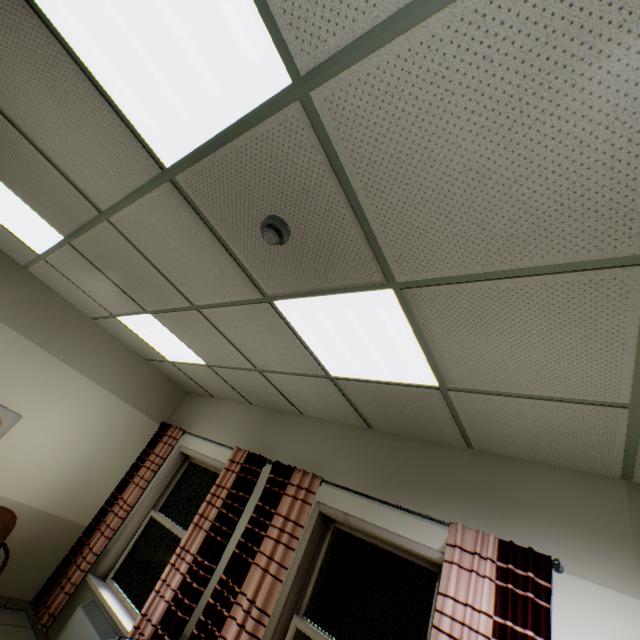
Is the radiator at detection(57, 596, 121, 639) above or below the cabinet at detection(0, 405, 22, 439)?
below

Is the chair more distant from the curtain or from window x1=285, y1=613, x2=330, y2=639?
window x1=285, y1=613, x2=330, y2=639

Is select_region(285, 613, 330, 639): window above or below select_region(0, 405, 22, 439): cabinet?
below

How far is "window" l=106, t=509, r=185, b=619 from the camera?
3.65m

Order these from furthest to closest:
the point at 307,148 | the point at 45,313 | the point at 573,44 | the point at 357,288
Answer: the point at 45,313 < the point at 357,288 < the point at 307,148 < the point at 573,44

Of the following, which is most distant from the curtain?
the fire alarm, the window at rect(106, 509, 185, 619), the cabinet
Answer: the fire alarm

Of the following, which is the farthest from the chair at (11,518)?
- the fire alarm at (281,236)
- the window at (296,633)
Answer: the fire alarm at (281,236)

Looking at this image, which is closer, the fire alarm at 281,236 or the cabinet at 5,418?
the fire alarm at 281,236
